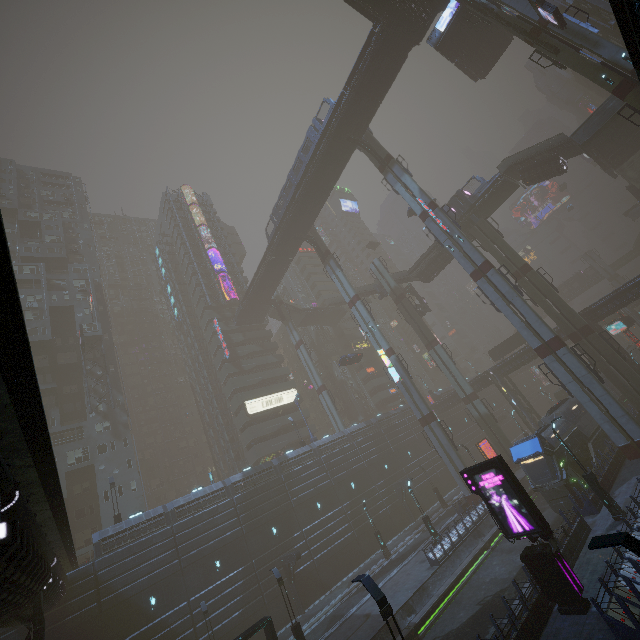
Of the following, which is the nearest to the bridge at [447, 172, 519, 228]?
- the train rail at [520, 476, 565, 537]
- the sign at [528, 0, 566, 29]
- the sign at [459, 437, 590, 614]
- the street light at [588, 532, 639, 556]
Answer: the sign at [528, 0, 566, 29]

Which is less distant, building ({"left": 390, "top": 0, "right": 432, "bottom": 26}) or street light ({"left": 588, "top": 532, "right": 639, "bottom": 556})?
street light ({"left": 588, "top": 532, "right": 639, "bottom": 556})

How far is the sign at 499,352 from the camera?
50.59m

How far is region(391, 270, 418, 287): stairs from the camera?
51.9 meters

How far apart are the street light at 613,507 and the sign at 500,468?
6.78m

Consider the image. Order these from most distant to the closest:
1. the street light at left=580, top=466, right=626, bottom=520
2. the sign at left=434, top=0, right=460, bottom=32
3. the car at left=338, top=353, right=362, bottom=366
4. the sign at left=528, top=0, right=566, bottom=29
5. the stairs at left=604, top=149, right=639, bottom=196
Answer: the car at left=338, top=353, right=362, bottom=366 < the stairs at left=604, top=149, right=639, bottom=196 < the sign at left=434, top=0, right=460, bottom=32 < the sign at left=528, top=0, right=566, bottom=29 < the street light at left=580, top=466, right=626, bottom=520

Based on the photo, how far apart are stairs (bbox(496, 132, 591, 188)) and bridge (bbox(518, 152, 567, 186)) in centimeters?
0cm

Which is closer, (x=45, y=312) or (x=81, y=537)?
(x=81, y=537)
